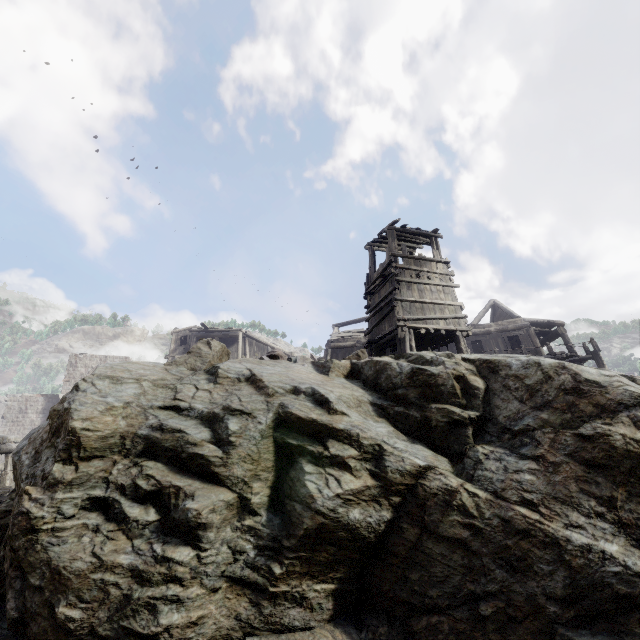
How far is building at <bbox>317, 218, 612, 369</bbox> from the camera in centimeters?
1488cm

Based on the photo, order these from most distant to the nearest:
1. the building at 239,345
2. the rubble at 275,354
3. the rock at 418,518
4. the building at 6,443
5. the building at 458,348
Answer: the building at 239,345 → the building at 6,443 → the building at 458,348 → the rubble at 275,354 → the rock at 418,518

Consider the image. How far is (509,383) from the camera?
5.4 meters

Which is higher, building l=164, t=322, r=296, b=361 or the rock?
building l=164, t=322, r=296, b=361

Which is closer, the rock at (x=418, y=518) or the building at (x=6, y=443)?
the rock at (x=418, y=518)

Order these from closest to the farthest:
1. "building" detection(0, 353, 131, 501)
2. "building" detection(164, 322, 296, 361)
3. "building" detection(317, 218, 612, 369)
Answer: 1. "building" detection(317, 218, 612, 369)
2. "building" detection(0, 353, 131, 501)
3. "building" detection(164, 322, 296, 361)

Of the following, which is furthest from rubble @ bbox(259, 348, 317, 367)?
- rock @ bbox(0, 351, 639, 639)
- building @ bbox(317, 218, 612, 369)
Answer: building @ bbox(317, 218, 612, 369)
